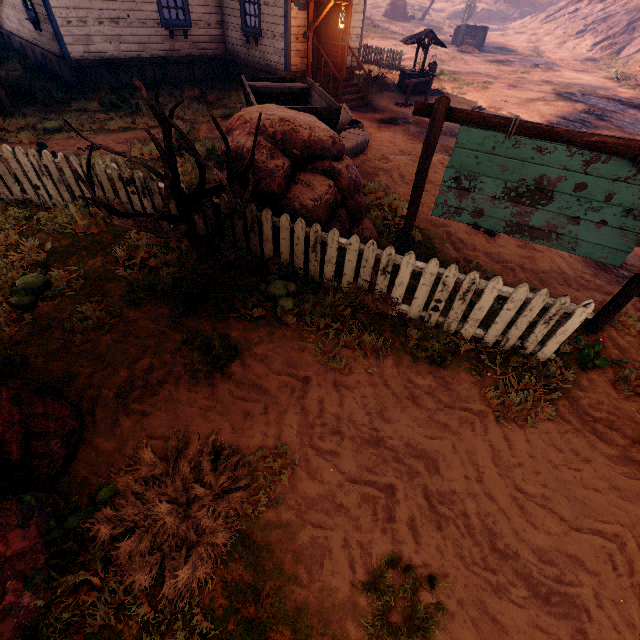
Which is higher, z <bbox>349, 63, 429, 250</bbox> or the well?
the well

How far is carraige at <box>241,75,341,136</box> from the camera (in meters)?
6.05

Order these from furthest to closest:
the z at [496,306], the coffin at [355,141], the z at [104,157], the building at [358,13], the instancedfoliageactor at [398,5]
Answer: the instancedfoliageactor at [398,5] < the building at [358,13] < the coffin at [355,141] < the z at [104,157] < the z at [496,306]

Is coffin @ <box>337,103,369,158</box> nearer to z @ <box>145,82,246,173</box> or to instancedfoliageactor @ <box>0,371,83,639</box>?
z @ <box>145,82,246,173</box>

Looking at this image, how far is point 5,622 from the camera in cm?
202

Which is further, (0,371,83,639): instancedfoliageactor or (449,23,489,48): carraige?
(449,23,489,48): carraige

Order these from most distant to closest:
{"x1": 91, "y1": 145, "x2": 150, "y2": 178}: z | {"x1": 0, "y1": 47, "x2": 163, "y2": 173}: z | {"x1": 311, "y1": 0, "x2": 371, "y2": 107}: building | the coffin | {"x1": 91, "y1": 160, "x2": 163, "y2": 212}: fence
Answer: {"x1": 311, "y1": 0, "x2": 371, "y2": 107}: building → the coffin → {"x1": 0, "y1": 47, "x2": 163, "y2": 173}: z → {"x1": 91, "y1": 145, "x2": 150, "y2": 178}: z → {"x1": 91, "y1": 160, "x2": 163, "y2": 212}: fence

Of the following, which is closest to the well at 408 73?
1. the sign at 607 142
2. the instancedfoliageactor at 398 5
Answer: the sign at 607 142
